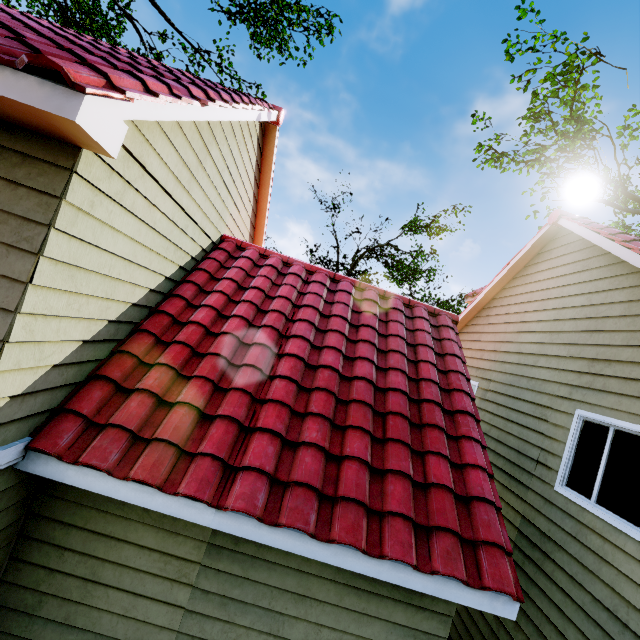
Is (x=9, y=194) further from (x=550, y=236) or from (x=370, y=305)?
(x=550, y=236)
